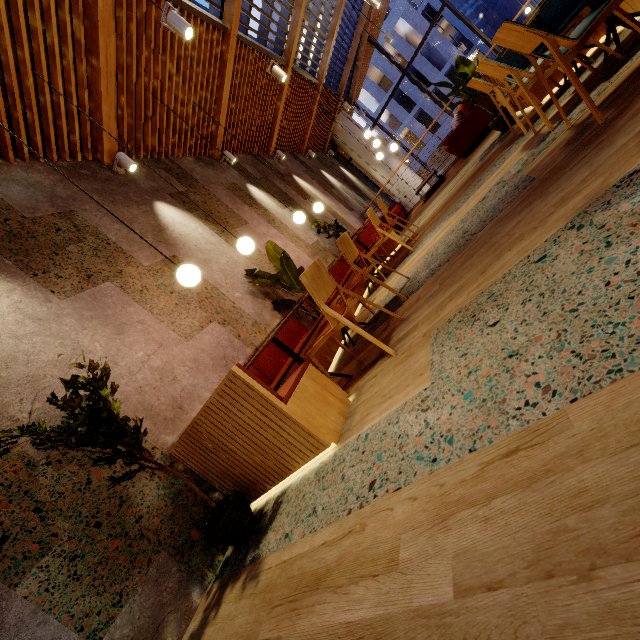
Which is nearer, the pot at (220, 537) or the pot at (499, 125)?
the pot at (220, 537)

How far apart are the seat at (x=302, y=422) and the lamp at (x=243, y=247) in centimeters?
108cm

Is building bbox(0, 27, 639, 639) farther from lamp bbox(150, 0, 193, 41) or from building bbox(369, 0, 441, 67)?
building bbox(369, 0, 441, 67)

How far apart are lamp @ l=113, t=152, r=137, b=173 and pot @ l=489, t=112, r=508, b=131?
5.3m

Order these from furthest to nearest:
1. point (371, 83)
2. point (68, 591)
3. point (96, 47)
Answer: point (371, 83) < point (96, 47) < point (68, 591)

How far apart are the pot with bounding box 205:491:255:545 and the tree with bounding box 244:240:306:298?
2.6m

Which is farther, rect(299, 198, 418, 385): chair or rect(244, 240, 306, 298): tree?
rect(244, 240, 306, 298): tree

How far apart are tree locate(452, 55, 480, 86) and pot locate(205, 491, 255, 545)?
5.8m
